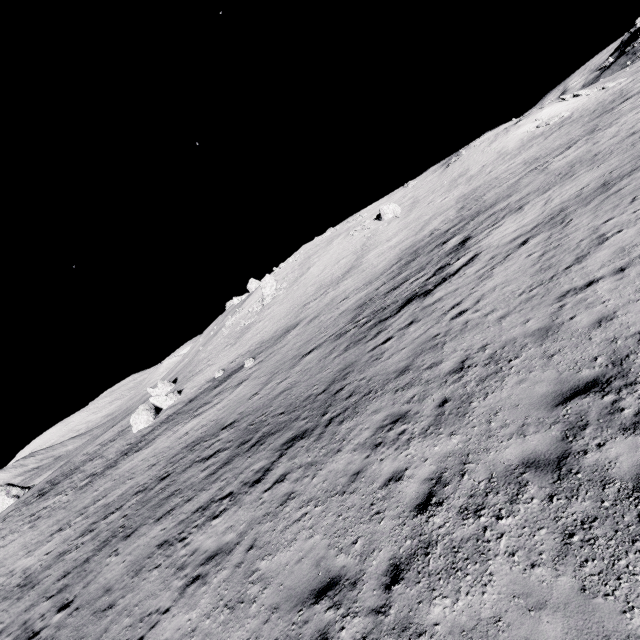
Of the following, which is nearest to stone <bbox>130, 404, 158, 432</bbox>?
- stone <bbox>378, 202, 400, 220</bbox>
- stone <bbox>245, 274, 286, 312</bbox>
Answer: stone <bbox>245, 274, 286, 312</bbox>

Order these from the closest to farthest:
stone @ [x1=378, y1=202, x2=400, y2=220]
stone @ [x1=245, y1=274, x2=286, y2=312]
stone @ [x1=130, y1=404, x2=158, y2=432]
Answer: stone @ [x1=130, y1=404, x2=158, y2=432], stone @ [x1=378, y1=202, x2=400, y2=220], stone @ [x1=245, y1=274, x2=286, y2=312]

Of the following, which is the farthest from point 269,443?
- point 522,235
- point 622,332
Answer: point 522,235

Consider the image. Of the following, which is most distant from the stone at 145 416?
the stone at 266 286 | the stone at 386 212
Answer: the stone at 386 212

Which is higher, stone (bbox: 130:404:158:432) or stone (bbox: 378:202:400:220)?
stone (bbox: 378:202:400:220)

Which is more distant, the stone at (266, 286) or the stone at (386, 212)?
the stone at (266, 286)

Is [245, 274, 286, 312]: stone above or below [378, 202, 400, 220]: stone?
above

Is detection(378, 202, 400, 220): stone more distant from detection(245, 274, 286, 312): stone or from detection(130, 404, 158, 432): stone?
detection(130, 404, 158, 432): stone
